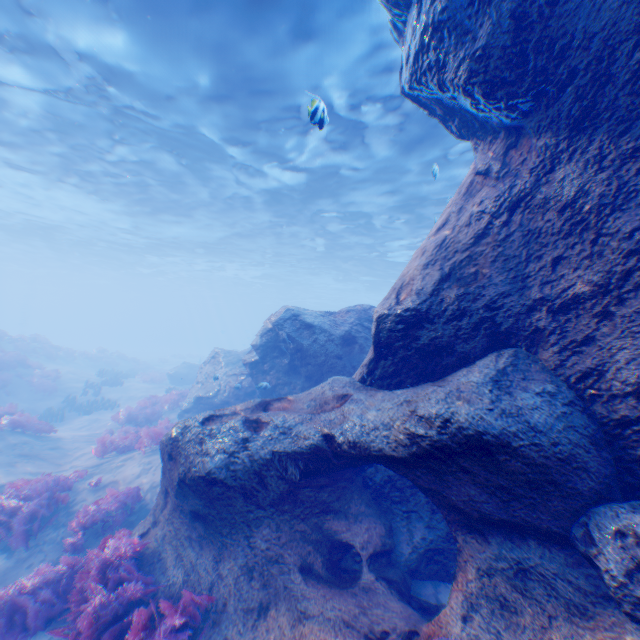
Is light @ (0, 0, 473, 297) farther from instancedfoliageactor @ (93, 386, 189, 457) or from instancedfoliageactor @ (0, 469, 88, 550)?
instancedfoliageactor @ (0, 469, 88, 550)

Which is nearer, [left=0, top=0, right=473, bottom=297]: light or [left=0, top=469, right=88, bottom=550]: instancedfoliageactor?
[left=0, top=469, right=88, bottom=550]: instancedfoliageactor

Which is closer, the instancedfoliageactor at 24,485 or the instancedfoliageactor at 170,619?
the instancedfoliageactor at 170,619

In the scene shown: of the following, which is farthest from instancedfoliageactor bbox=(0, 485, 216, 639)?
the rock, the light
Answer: the light

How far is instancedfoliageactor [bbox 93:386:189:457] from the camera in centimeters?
1015cm

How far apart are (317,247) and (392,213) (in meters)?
10.30

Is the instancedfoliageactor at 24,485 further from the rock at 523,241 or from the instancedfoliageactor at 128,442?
the rock at 523,241

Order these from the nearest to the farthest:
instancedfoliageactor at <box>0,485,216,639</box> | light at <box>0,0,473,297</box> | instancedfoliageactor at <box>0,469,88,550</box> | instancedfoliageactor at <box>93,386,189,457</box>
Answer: instancedfoliageactor at <box>0,485,216,639</box> < instancedfoliageactor at <box>0,469,88,550</box> < light at <box>0,0,473,297</box> < instancedfoliageactor at <box>93,386,189,457</box>
